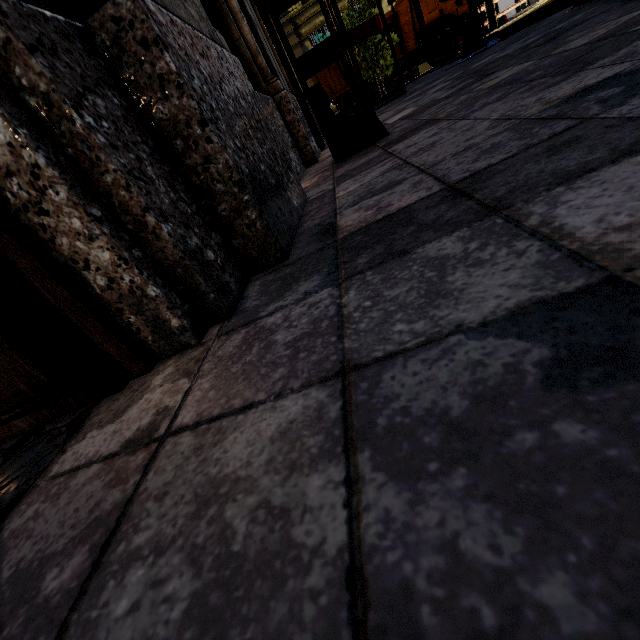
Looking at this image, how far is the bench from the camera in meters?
2.7 m

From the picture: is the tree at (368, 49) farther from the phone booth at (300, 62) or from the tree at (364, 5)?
the tree at (364, 5)

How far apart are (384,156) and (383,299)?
2.07m

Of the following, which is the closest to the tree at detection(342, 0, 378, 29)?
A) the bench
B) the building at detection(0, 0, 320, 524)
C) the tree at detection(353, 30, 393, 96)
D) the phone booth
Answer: the building at detection(0, 0, 320, 524)

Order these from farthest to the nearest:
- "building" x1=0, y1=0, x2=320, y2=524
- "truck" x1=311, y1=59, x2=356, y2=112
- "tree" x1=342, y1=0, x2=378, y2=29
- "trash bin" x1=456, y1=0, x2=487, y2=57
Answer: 1. "truck" x1=311, y1=59, x2=356, y2=112
2. "tree" x1=342, y1=0, x2=378, y2=29
3. "trash bin" x1=456, y1=0, x2=487, y2=57
4. "building" x1=0, y1=0, x2=320, y2=524

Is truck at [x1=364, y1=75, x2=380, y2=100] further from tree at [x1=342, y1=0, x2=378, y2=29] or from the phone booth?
tree at [x1=342, y1=0, x2=378, y2=29]

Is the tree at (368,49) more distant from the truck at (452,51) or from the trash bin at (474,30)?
the truck at (452,51)

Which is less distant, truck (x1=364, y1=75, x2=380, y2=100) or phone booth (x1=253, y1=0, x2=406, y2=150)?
phone booth (x1=253, y1=0, x2=406, y2=150)
